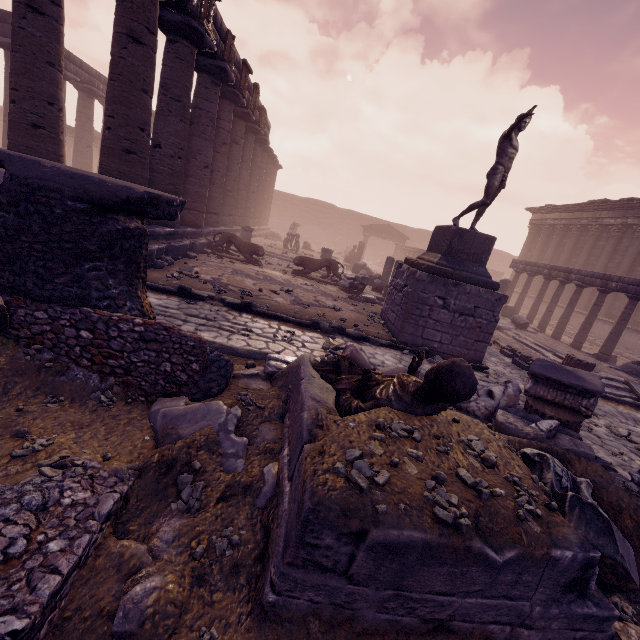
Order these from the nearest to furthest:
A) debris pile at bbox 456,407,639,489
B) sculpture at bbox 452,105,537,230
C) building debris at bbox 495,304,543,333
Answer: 1. debris pile at bbox 456,407,639,489
2. sculpture at bbox 452,105,537,230
3. building debris at bbox 495,304,543,333

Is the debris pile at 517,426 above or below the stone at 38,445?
above

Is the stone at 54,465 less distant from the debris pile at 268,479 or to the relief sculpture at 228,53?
the debris pile at 268,479

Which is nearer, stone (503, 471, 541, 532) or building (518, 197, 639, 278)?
stone (503, 471, 541, 532)

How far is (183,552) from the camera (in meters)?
2.11

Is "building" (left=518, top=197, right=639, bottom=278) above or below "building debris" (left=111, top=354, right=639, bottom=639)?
above

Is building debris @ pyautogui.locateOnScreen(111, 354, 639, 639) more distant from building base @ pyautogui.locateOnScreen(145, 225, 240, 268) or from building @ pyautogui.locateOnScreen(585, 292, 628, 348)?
building @ pyautogui.locateOnScreen(585, 292, 628, 348)

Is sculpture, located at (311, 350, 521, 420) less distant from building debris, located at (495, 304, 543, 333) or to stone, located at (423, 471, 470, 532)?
stone, located at (423, 471, 470, 532)
